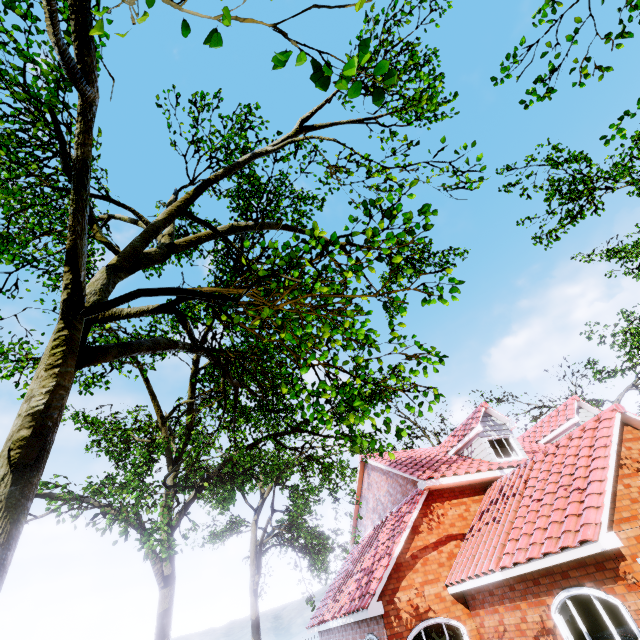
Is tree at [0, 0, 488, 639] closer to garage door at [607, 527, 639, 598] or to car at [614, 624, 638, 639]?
garage door at [607, 527, 639, 598]

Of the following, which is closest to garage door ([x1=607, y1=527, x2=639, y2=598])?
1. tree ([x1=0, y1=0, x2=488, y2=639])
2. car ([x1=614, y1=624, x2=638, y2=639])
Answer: car ([x1=614, y1=624, x2=638, y2=639])

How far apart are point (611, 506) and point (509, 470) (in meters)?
6.64

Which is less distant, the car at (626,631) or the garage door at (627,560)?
the garage door at (627,560)

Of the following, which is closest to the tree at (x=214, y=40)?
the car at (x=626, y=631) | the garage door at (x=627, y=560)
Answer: the garage door at (x=627, y=560)

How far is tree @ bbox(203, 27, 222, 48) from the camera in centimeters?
193cm
